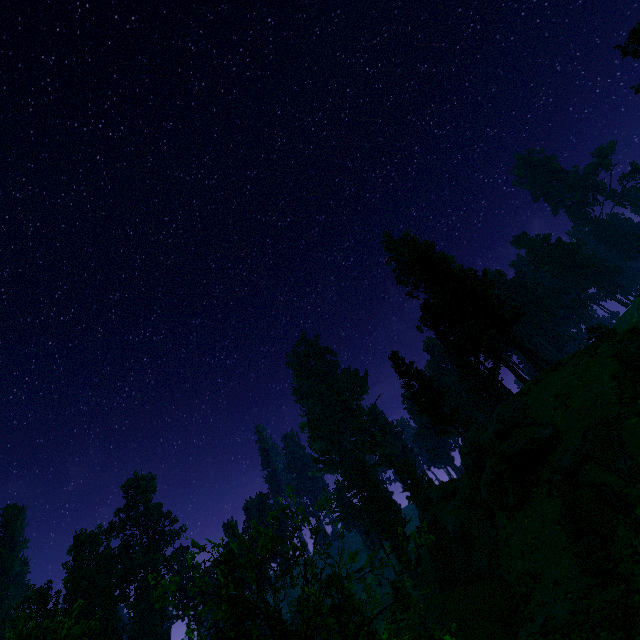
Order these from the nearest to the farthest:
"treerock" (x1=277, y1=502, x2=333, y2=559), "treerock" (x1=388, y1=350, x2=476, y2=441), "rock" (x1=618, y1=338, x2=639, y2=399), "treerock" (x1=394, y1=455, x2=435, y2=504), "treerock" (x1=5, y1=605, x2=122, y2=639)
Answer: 1. "treerock" (x1=277, y1=502, x2=333, y2=559)
2. "rock" (x1=618, y1=338, x2=639, y2=399)
3. "treerock" (x1=5, y1=605, x2=122, y2=639)
4. "treerock" (x1=388, y1=350, x2=476, y2=441)
5. "treerock" (x1=394, y1=455, x2=435, y2=504)

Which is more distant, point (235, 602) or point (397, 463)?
point (397, 463)

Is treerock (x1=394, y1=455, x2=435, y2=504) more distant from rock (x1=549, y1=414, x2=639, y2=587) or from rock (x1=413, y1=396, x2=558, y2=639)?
rock (x1=549, y1=414, x2=639, y2=587)

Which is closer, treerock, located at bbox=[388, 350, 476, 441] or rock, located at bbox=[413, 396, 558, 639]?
rock, located at bbox=[413, 396, 558, 639]

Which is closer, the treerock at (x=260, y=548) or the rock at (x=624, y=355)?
the treerock at (x=260, y=548)

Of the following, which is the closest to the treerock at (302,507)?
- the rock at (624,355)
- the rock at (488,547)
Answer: the rock at (488,547)

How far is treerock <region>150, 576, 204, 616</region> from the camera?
6.7m
